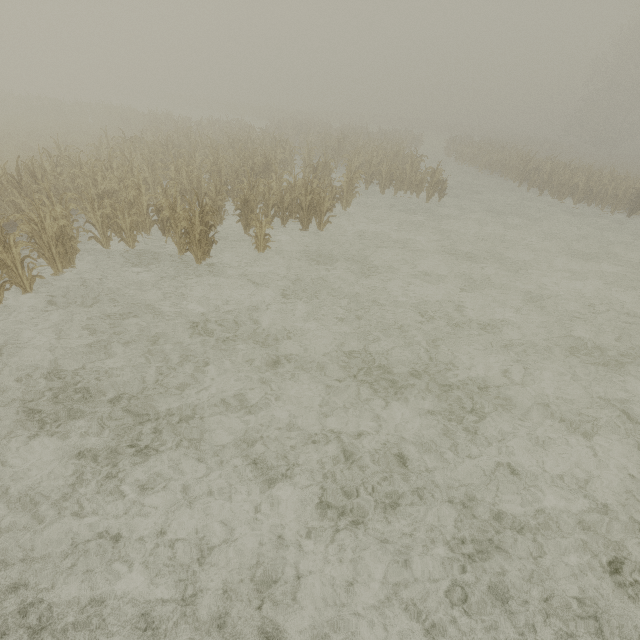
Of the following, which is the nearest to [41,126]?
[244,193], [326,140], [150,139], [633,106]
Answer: [150,139]
